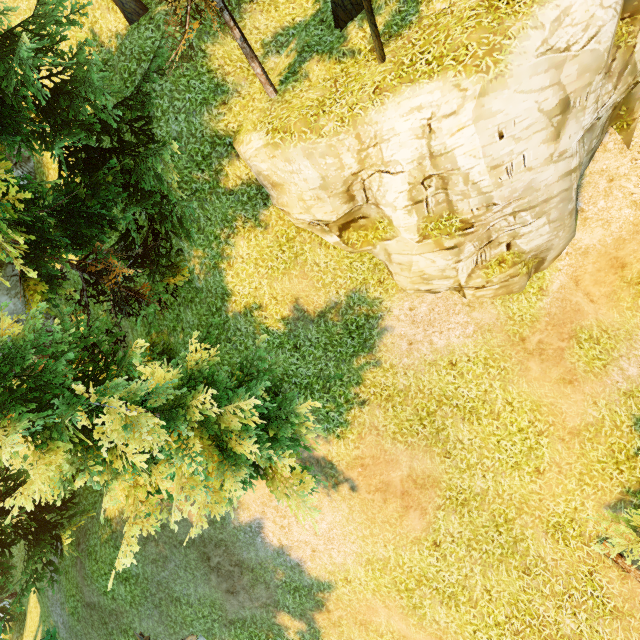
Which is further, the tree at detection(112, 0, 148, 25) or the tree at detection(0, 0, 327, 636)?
the tree at detection(112, 0, 148, 25)

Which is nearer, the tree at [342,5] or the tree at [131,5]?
the tree at [342,5]

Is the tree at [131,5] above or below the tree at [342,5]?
above

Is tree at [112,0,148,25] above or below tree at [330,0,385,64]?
above

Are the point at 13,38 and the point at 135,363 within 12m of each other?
yes
